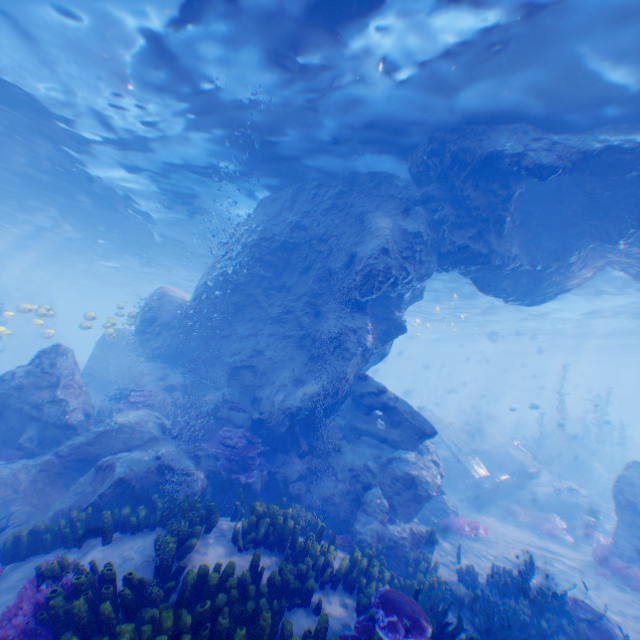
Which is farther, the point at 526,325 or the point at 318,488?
the point at 526,325

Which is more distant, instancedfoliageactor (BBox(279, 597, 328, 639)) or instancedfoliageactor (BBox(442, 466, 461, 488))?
instancedfoliageactor (BBox(442, 466, 461, 488))

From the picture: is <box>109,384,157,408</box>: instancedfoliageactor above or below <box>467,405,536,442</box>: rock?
above

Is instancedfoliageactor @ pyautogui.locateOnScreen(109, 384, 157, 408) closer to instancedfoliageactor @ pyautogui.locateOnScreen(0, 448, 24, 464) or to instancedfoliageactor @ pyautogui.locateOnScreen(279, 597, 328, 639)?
instancedfoliageactor @ pyautogui.locateOnScreen(0, 448, 24, 464)

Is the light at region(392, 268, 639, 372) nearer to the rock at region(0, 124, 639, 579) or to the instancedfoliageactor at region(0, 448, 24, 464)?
the rock at region(0, 124, 639, 579)

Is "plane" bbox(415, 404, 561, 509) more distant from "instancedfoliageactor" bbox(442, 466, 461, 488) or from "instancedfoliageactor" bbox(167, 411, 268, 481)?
"instancedfoliageactor" bbox(167, 411, 268, 481)

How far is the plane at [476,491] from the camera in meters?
17.4 m

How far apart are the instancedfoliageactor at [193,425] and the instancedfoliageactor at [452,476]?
13.7m
